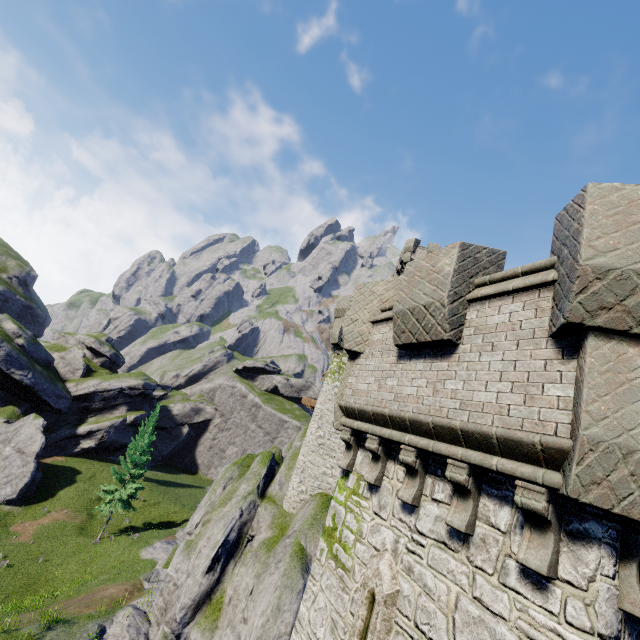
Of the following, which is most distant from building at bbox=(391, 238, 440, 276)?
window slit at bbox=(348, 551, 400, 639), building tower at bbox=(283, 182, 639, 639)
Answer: window slit at bbox=(348, 551, 400, 639)

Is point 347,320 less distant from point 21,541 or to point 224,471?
point 224,471

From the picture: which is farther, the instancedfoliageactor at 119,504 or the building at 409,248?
the building at 409,248

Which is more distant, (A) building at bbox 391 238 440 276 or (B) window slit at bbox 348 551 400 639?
(A) building at bbox 391 238 440 276

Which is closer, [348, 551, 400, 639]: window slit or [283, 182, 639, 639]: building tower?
[283, 182, 639, 639]: building tower

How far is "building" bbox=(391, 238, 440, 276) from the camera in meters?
39.7

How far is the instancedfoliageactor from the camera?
32.1m

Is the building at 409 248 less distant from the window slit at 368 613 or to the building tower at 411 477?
the building tower at 411 477
